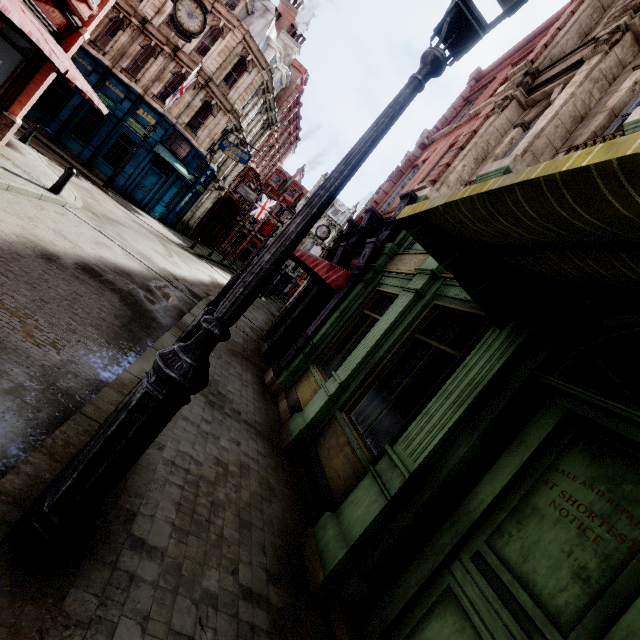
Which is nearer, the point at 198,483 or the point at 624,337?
the point at 624,337

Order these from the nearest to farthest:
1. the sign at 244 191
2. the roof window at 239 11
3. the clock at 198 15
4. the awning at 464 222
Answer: the awning at 464 222, the clock at 198 15, the roof window at 239 11, the sign at 244 191

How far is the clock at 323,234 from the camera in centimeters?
2105cm

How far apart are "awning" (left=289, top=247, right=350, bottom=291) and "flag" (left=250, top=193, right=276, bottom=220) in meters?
29.8

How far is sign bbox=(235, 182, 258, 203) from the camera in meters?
31.2 m

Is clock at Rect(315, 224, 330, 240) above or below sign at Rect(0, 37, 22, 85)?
above

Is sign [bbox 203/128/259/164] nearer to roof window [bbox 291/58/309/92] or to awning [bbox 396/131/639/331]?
roof window [bbox 291/58/309/92]

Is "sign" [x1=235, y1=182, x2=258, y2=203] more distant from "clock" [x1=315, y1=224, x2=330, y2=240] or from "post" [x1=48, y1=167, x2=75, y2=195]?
"post" [x1=48, y1=167, x2=75, y2=195]
